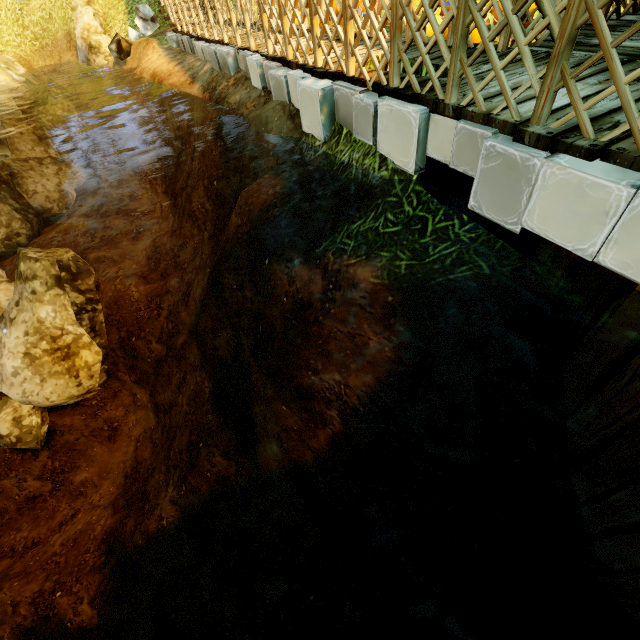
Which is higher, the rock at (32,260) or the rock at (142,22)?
the rock at (142,22)

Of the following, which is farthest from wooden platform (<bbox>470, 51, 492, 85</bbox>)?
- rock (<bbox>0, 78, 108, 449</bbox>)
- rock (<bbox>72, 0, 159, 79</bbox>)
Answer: rock (<bbox>0, 78, 108, 449</bbox>)

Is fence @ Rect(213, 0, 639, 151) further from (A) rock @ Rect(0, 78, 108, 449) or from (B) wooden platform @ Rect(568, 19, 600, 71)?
(A) rock @ Rect(0, 78, 108, 449)

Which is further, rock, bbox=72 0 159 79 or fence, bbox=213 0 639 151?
rock, bbox=72 0 159 79

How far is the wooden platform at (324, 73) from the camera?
3.99m

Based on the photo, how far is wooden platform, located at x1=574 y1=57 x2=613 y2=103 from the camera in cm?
262

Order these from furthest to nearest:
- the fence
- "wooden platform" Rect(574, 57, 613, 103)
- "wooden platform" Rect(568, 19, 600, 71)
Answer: "wooden platform" Rect(568, 19, 600, 71) → "wooden platform" Rect(574, 57, 613, 103) → the fence

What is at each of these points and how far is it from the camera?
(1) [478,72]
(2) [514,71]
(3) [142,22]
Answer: (1) wooden platform, 3.4m
(2) wooden platform, 3.2m
(3) rock, 11.6m
